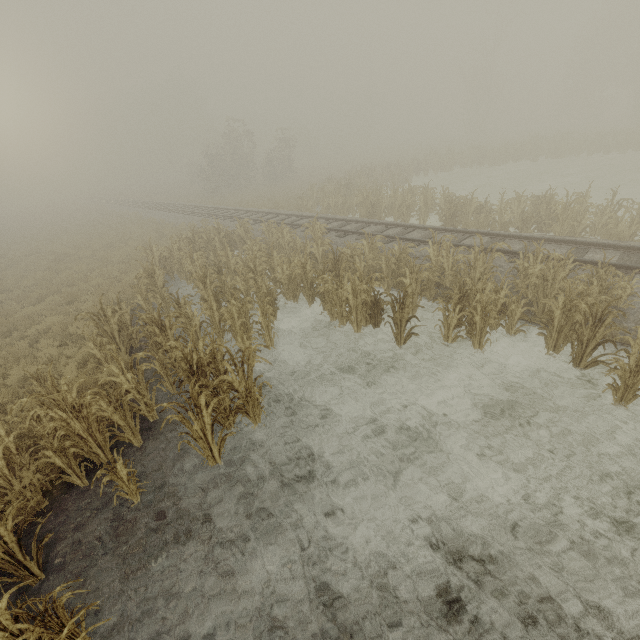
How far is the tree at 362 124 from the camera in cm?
5491

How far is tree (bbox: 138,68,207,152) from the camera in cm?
5522

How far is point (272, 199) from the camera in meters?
27.2 m

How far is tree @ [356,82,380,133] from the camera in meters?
54.9

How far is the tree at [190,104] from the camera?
55.22m
